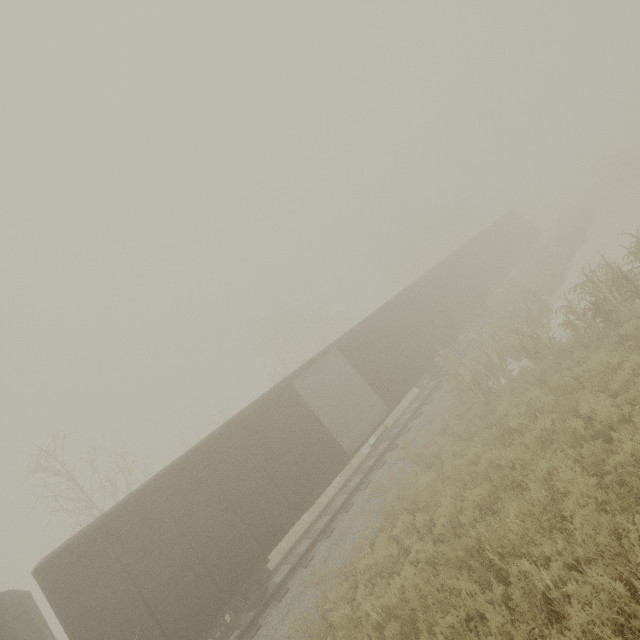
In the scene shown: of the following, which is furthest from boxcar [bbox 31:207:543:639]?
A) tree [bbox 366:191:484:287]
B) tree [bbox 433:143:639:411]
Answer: tree [bbox 366:191:484:287]

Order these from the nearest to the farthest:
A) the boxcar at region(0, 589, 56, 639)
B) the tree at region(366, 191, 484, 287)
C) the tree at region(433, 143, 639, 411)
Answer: the boxcar at region(0, 589, 56, 639)
the tree at region(433, 143, 639, 411)
the tree at region(366, 191, 484, 287)

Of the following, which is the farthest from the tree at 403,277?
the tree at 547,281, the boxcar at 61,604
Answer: the boxcar at 61,604

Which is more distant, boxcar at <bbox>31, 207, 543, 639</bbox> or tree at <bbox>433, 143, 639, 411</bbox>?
tree at <bbox>433, 143, 639, 411</bbox>

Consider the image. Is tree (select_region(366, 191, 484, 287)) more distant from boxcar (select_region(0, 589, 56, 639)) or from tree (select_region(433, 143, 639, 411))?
boxcar (select_region(0, 589, 56, 639))

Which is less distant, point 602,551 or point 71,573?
point 602,551

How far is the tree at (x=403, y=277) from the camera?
37.7m
